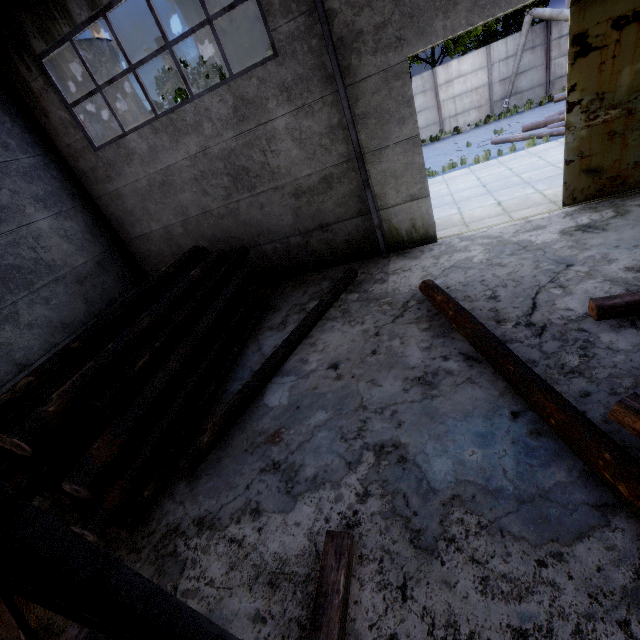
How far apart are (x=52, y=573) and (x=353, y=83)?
8.1 meters

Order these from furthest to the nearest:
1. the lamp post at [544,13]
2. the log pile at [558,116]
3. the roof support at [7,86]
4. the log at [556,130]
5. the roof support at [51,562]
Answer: the lamp post at [544,13]
the log pile at [558,116]
the log at [556,130]
the roof support at [7,86]
the roof support at [51,562]

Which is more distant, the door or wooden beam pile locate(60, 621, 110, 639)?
the door

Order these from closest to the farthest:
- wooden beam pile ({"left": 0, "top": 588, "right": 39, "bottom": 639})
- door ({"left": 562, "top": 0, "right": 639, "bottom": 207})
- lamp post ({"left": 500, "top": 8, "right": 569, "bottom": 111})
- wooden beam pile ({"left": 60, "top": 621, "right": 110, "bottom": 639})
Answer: wooden beam pile ({"left": 60, "top": 621, "right": 110, "bottom": 639})
wooden beam pile ({"left": 0, "top": 588, "right": 39, "bottom": 639})
door ({"left": 562, "top": 0, "right": 639, "bottom": 207})
lamp post ({"left": 500, "top": 8, "right": 569, "bottom": 111})

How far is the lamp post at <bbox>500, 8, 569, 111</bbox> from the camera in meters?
16.3 m

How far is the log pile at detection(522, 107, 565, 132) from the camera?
13.5m

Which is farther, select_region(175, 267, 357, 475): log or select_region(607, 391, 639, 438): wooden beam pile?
select_region(175, 267, 357, 475): log

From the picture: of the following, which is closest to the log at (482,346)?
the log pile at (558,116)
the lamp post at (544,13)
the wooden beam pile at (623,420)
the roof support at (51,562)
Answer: the wooden beam pile at (623,420)
